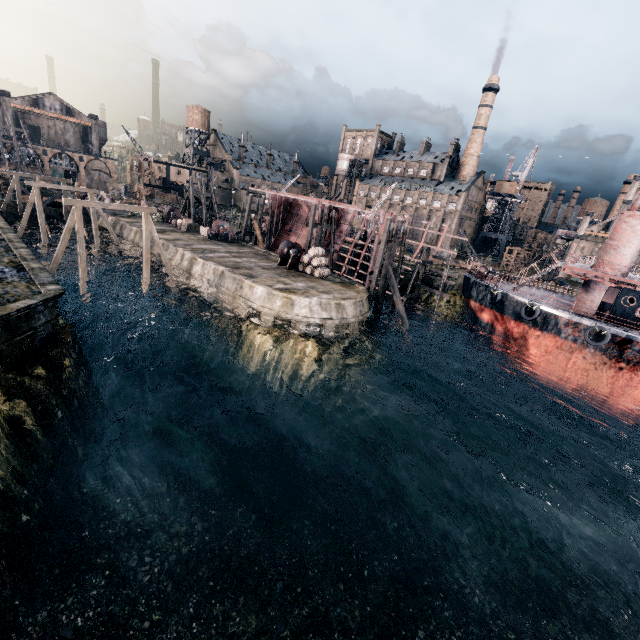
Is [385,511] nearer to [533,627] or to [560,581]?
[533,627]

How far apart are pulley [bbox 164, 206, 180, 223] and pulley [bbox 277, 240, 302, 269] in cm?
2431

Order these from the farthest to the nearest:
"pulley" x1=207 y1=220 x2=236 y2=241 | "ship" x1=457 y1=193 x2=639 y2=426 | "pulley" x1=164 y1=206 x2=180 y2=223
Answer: "pulley" x1=164 y1=206 x2=180 y2=223 < "pulley" x1=207 y1=220 x2=236 y2=241 < "ship" x1=457 y1=193 x2=639 y2=426

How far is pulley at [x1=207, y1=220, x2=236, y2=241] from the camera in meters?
40.2 m

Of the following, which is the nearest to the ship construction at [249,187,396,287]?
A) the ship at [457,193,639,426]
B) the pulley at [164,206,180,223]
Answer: the ship at [457,193,639,426]

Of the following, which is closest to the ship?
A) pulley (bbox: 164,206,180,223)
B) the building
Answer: the building

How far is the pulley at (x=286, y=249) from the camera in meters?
31.2

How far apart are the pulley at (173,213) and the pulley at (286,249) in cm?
2431
